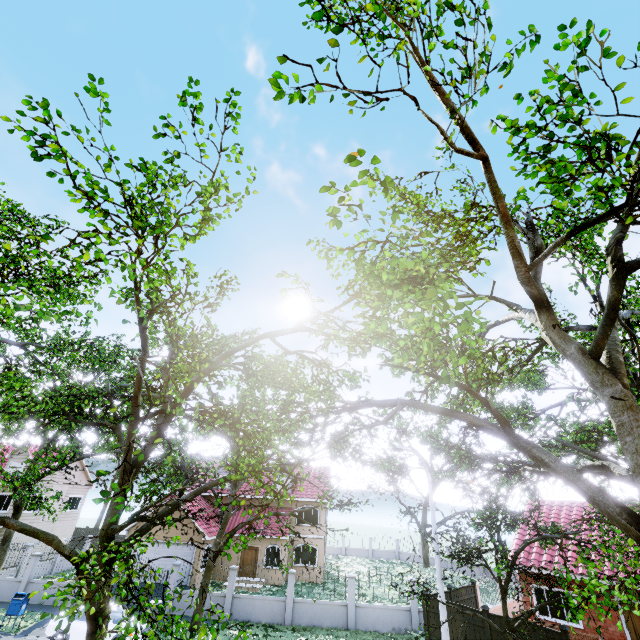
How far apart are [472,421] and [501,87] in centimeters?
719cm

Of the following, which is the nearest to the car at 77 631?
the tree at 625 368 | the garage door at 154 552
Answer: the tree at 625 368

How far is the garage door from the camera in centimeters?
2398cm

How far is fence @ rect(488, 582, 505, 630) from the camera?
13.5 meters

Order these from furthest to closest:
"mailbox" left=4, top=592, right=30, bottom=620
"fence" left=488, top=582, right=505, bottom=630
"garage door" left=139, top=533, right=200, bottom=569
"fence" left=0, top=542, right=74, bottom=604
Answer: "garage door" left=139, top=533, right=200, bottom=569 → "fence" left=0, top=542, right=74, bottom=604 → "mailbox" left=4, top=592, right=30, bottom=620 → "fence" left=488, top=582, right=505, bottom=630

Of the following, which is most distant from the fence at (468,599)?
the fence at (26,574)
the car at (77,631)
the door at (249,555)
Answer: the door at (249,555)

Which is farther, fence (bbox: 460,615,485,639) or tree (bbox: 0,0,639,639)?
fence (bbox: 460,615,485,639)
